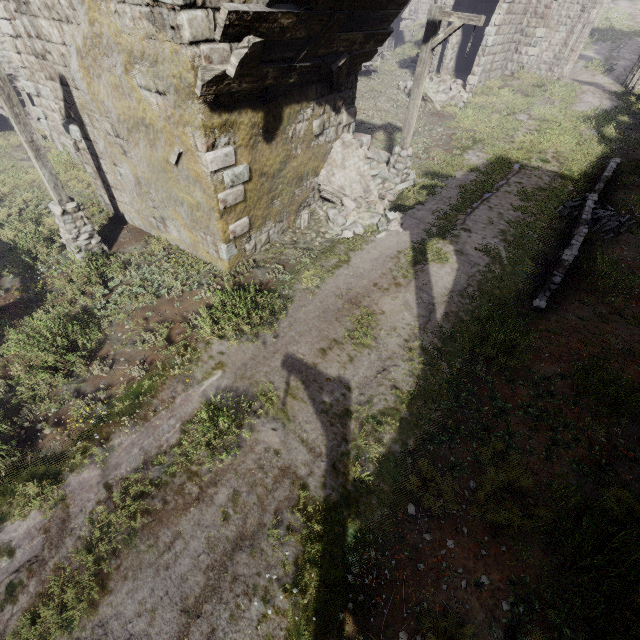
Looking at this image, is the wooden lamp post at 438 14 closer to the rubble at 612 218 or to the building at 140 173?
the building at 140 173

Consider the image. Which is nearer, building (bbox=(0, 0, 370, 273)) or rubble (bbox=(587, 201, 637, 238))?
building (bbox=(0, 0, 370, 273))

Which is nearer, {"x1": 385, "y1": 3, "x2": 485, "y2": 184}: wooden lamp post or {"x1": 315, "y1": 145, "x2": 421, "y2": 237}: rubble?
{"x1": 385, "y1": 3, "x2": 485, "y2": 184}: wooden lamp post

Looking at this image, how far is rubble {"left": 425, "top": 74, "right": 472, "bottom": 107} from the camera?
17.4 meters

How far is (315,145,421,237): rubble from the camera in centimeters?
977cm

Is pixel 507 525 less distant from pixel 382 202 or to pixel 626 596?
pixel 626 596

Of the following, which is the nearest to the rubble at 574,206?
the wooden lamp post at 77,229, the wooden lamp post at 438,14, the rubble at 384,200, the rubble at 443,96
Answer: the rubble at 384,200

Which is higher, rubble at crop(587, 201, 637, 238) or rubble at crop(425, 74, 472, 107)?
rubble at crop(425, 74, 472, 107)
